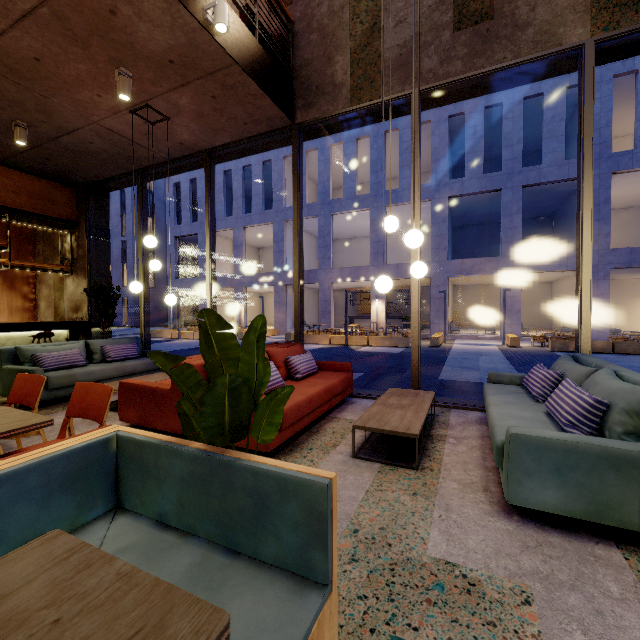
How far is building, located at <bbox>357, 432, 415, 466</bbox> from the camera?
2.99m

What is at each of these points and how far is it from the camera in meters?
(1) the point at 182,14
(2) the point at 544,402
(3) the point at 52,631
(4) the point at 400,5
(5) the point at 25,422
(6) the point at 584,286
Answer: (1) building, 3.5
(2) couch, 3.2
(3) table, 0.6
(4) building, 4.7
(5) table, 1.8
(6) window frame, 3.9

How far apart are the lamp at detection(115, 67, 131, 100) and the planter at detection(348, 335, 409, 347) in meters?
13.6 m

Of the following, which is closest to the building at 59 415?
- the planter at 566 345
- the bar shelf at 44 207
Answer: the bar shelf at 44 207

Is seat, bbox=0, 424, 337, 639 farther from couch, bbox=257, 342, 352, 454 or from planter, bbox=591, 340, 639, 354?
planter, bbox=591, 340, 639, 354

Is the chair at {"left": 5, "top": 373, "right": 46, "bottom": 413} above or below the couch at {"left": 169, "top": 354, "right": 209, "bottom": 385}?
below

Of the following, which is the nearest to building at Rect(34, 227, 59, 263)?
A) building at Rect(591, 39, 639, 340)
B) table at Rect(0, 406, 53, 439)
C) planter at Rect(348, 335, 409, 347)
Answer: table at Rect(0, 406, 53, 439)

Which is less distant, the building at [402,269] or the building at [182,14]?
the building at [182,14]
